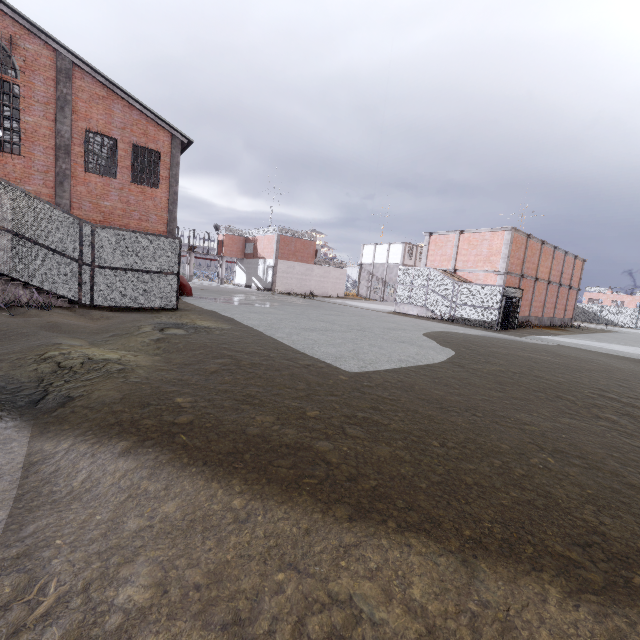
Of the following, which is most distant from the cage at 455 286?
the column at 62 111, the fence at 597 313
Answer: the column at 62 111

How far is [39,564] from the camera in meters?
2.0 m

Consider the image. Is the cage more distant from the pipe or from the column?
the column

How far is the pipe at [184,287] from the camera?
20.5m

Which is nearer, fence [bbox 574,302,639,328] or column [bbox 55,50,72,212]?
column [bbox 55,50,72,212]

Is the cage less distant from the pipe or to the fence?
the fence

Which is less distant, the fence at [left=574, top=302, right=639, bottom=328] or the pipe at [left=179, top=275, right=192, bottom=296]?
the pipe at [left=179, top=275, right=192, bottom=296]

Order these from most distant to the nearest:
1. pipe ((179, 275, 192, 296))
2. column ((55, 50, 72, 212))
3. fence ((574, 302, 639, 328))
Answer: fence ((574, 302, 639, 328)) < pipe ((179, 275, 192, 296)) < column ((55, 50, 72, 212))
